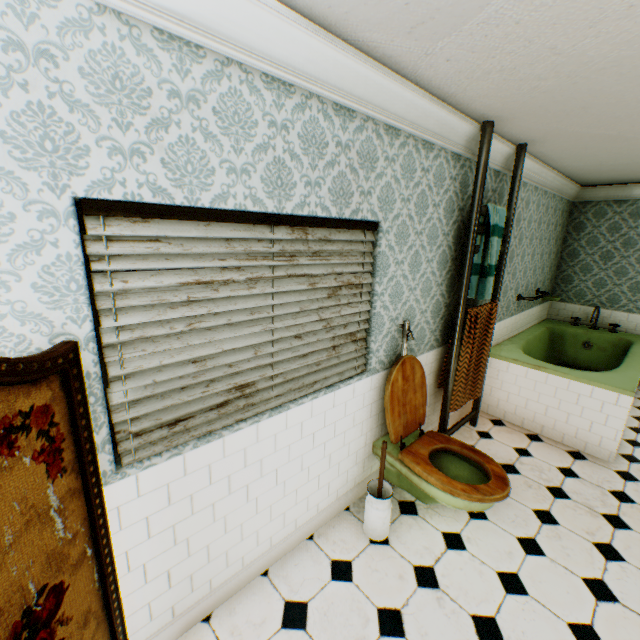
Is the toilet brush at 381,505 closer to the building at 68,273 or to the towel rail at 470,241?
the building at 68,273

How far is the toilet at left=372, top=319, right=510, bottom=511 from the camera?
2.3 meters

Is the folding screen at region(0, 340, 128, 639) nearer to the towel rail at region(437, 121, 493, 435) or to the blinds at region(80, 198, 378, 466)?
the blinds at region(80, 198, 378, 466)

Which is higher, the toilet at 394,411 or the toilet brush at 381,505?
the toilet at 394,411

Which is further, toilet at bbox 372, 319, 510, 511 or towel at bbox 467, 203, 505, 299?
towel at bbox 467, 203, 505, 299

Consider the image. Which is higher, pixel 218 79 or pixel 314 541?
pixel 218 79

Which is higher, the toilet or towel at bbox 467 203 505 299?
towel at bbox 467 203 505 299

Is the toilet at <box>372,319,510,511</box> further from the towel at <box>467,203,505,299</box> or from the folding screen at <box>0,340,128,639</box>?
the folding screen at <box>0,340,128,639</box>
